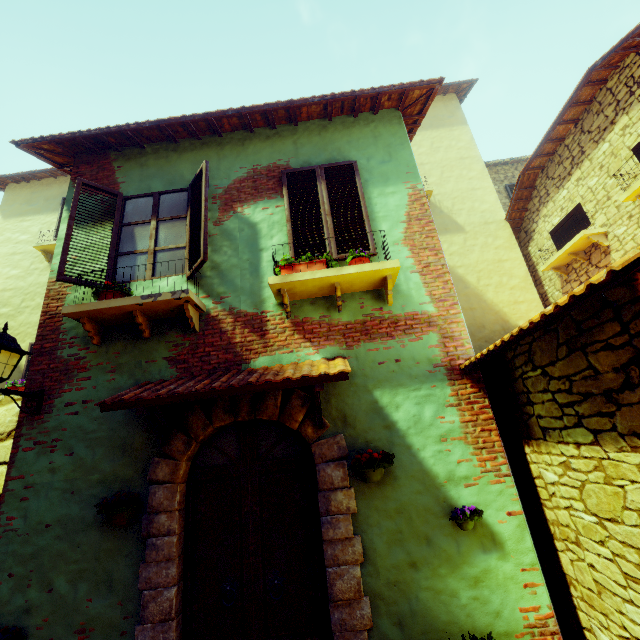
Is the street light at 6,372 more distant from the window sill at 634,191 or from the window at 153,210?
the window sill at 634,191

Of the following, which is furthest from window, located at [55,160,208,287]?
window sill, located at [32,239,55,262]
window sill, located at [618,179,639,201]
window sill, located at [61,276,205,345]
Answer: window sill, located at [32,239,55,262]

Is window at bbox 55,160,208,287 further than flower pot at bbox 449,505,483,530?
Yes

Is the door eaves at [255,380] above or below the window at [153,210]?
below

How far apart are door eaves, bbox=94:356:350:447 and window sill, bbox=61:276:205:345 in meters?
0.6

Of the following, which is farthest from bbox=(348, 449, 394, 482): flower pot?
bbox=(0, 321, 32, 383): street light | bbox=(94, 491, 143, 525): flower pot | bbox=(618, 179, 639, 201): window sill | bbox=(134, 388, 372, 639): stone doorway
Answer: bbox=(618, 179, 639, 201): window sill

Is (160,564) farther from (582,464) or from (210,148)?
(210,148)

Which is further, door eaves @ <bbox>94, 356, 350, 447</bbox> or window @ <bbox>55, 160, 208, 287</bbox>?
window @ <bbox>55, 160, 208, 287</bbox>
